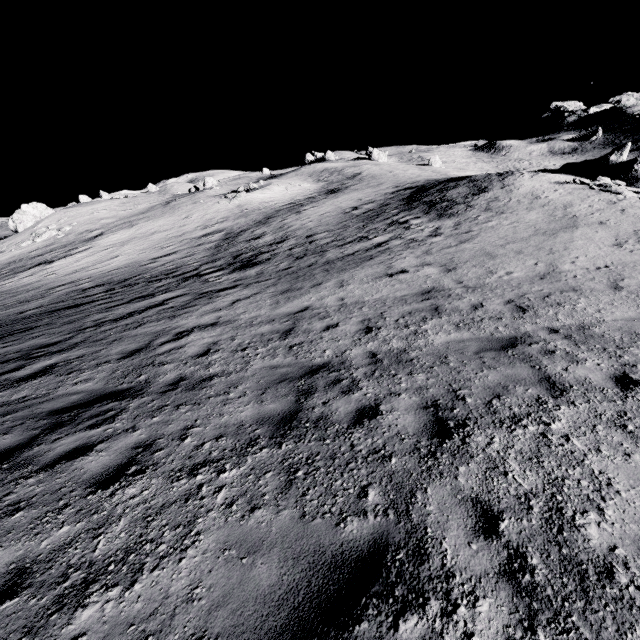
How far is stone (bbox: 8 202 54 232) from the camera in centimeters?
4262cm

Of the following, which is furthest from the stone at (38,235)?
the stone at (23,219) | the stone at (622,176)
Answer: the stone at (622,176)

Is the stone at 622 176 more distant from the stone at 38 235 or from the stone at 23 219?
the stone at 23 219

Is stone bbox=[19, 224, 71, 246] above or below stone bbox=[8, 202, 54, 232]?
below

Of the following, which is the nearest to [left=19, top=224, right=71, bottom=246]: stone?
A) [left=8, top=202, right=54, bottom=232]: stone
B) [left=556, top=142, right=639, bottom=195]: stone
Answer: [left=8, top=202, right=54, bottom=232]: stone

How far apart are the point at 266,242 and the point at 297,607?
22.8m

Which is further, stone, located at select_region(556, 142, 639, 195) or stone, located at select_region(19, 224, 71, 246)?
stone, located at select_region(19, 224, 71, 246)
